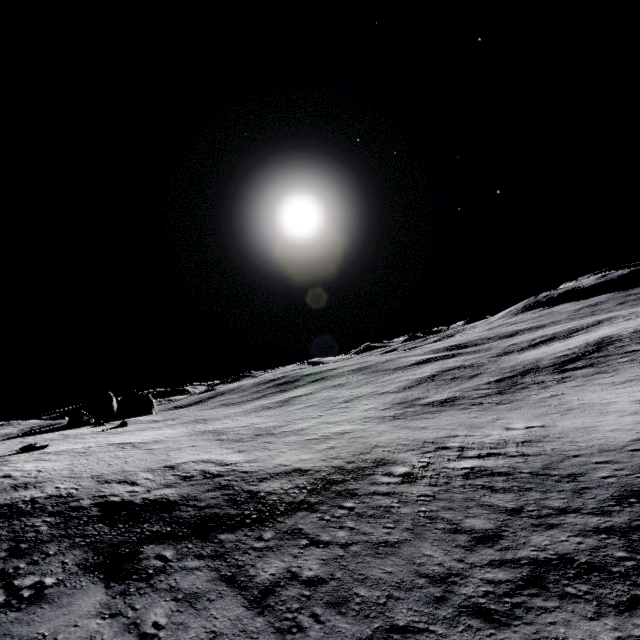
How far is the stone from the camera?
44.0m

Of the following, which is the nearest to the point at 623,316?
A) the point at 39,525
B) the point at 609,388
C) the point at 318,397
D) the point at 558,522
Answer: the point at 609,388

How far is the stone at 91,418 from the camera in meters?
44.0
